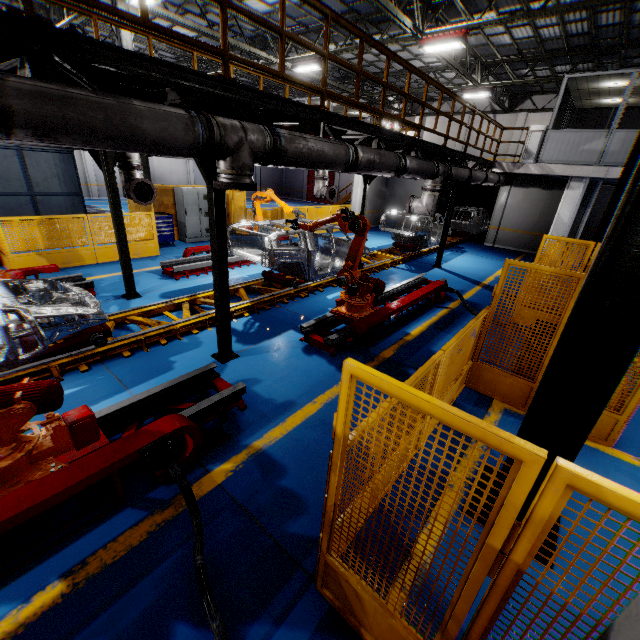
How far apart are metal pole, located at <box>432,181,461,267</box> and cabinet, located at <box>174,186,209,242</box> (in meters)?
9.11

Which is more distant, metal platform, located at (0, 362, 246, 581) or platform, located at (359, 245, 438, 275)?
platform, located at (359, 245, 438, 275)

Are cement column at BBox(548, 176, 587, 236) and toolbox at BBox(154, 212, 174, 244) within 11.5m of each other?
no

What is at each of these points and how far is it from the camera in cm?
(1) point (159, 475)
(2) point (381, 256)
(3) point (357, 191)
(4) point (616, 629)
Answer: (1) metal platform, 344
(2) platform, 1359
(3) cement column, 1912
(4) cabinet, 96

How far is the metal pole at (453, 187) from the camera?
11.9 meters

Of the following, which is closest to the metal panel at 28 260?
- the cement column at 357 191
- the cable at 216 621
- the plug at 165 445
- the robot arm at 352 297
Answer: the cement column at 357 191

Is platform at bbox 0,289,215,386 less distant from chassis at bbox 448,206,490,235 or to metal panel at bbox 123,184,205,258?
chassis at bbox 448,206,490,235

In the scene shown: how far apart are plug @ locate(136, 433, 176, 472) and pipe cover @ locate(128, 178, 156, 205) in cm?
610
